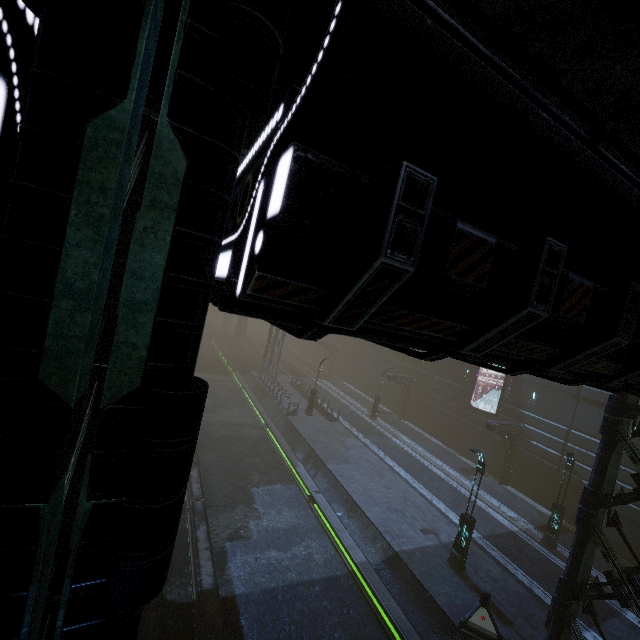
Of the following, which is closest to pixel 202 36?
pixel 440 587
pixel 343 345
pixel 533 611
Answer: pixel 440 587

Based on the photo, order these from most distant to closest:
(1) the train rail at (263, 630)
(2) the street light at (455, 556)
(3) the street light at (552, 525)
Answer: (3) the street light at (552, 525) → (2) the street light at (455, 556) → (1) the train rail at (263, 630)

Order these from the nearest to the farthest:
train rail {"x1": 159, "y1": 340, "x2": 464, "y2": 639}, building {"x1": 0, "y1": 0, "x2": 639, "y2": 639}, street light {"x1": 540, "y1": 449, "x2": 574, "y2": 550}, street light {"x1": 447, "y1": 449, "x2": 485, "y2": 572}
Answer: building {"x1": 0, "y1": 0, "x2": 639, "y2": 639}
train rail {"x1": 159, "y1": 340, "x2": 464, "y2": 639}
street light {"x1": 447, "y1": 449, "x2": 485, "y2": 572}
street light {"x1": 540, "y1": 449, "x2": 574, "y2": 550}

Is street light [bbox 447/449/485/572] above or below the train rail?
above

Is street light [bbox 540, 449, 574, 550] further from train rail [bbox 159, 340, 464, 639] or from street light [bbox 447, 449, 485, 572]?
train rail [bbox 159, 340, 464, 639]

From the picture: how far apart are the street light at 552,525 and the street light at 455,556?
6.7m

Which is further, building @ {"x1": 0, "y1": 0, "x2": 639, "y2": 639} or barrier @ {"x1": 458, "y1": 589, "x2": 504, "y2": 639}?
barrier @ {"x1": 458, "y1": 589, "x2": 504, "y2": 639}

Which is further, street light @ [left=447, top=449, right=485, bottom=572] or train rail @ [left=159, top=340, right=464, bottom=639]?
street light @ [left=447, top=449, right=485, bottom=572]
